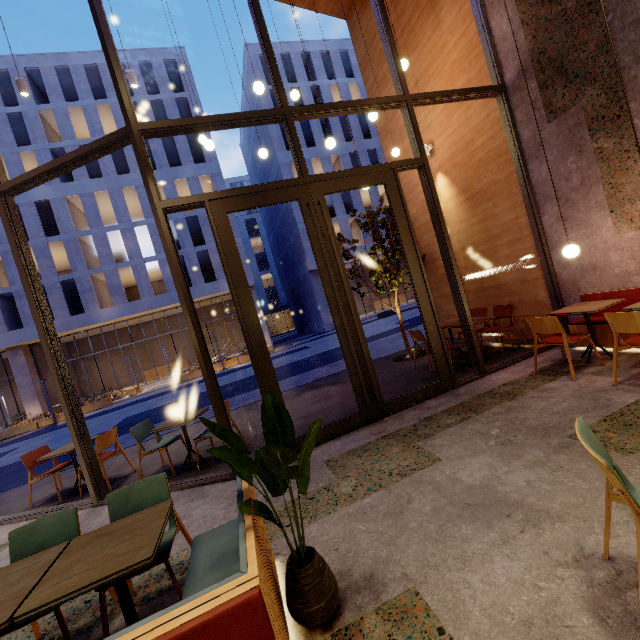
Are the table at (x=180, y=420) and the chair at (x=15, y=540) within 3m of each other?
yes

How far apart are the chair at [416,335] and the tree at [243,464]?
4.8 meters

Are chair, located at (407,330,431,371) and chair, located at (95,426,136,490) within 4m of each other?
no

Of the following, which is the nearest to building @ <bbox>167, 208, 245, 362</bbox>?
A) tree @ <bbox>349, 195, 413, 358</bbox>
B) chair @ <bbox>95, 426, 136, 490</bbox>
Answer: tree @ <bbox>349, 195, 413, 358</bbox>

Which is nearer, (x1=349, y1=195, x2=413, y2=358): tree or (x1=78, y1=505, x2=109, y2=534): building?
(x1=78, y1=505, x2=109, y2=534): building

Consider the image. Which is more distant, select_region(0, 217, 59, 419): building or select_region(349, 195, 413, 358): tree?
select_region(0, 217, 59, 419): building

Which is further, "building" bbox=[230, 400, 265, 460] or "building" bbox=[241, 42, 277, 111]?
"building" bbox=[241, 42, 277, 111]

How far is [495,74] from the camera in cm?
562
